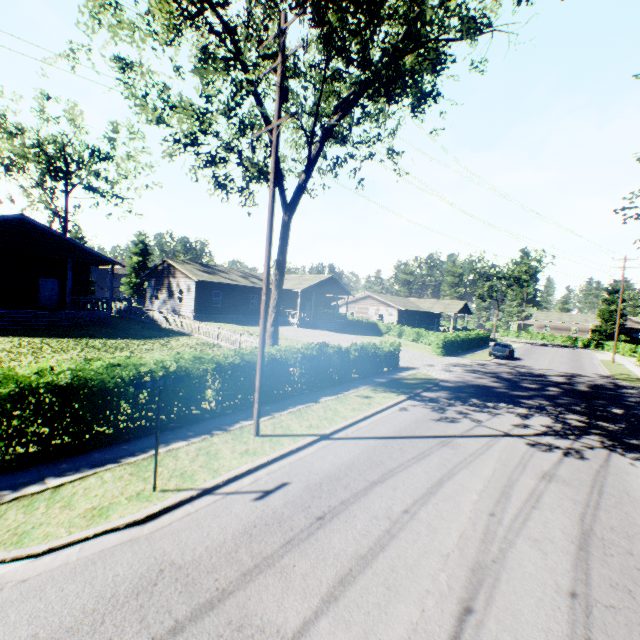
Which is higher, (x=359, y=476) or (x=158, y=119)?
(x=158, y=119)

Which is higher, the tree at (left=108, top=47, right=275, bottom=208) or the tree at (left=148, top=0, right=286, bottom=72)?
the tree at (left=148, top=0, right=286, bottom=72)

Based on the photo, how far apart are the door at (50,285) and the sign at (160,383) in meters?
25.0

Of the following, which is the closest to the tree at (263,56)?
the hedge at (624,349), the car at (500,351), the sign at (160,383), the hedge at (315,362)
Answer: the hedge at (315,362)

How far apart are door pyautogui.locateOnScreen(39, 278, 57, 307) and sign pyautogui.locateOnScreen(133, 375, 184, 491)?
25.0 meters

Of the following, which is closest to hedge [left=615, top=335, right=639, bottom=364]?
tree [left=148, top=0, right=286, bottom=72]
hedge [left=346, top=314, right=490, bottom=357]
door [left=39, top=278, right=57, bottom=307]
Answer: hedge [left=346, top=314, right=490, bottom=357]

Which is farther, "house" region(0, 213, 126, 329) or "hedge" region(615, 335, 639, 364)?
"hedge" region(615, 335, 639, 364)

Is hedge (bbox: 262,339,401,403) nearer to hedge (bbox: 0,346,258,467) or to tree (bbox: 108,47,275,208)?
hedge (bbox: 0,346,258,467)
